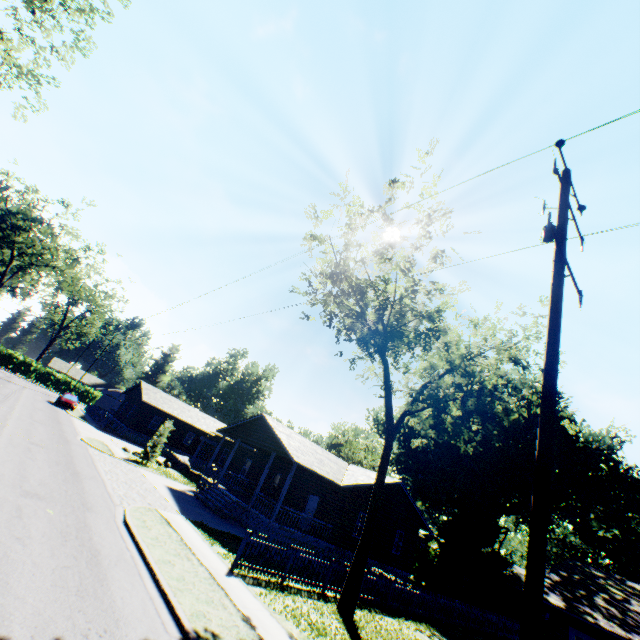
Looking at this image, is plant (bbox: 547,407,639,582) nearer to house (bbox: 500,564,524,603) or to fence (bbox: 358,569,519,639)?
house (bbox: 500,564,524,603)

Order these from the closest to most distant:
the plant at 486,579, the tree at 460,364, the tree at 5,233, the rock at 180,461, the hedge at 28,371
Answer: the tree at 460,364, the rock at 180,461, the plant at 486,579, the tree at 5,233, the hedge at 28,371

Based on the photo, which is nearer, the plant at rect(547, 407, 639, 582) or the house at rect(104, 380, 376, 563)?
the house at rect(104, 380, 376, 563)

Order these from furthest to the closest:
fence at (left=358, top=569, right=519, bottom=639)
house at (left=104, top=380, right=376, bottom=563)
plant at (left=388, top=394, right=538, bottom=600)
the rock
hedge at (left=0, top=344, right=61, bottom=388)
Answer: hedge at (left=0, top=344, right=61, bottom=388), plant at (left=388, top=394, right=538, bottom=600), the rock, house at (left=104, top=380, right=376, bottom=563), fence at (left=358, top=569, right=519, bottom=639)

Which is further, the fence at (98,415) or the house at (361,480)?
the fence at (98,415)

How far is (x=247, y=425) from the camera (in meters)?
25.52

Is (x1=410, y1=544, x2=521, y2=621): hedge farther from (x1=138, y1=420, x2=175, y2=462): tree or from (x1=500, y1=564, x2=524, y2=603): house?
(x1=138, y1=420, x2=175, y2=462): tree

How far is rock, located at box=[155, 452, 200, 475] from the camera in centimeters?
2922cm
